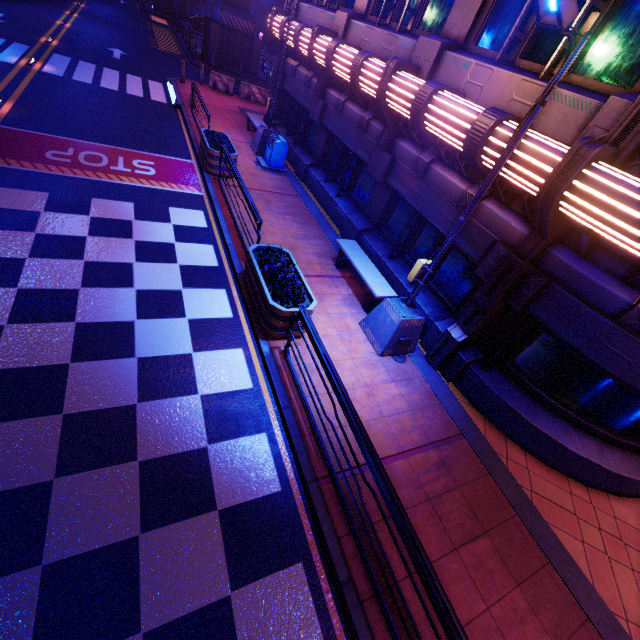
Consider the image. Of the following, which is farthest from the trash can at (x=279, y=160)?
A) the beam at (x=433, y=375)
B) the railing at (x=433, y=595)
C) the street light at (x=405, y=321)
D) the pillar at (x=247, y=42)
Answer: the pillar at (x=247, y=42)

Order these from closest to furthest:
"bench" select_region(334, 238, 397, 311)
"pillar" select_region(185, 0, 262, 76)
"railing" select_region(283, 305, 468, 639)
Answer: "railing" select_region(283, 305, 468, 639)
"bench" select_region(334, 238, 397, 311)
"pillar" select_region(185, 0, 262, 76)

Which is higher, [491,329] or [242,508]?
[491,329]

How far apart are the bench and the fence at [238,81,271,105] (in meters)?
17.92

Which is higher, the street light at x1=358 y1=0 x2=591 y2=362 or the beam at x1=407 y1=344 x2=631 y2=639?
the street light at x1=358 y1=0 x2=591 y2=362

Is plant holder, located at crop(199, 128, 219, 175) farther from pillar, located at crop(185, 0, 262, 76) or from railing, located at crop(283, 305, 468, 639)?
pillar, located at crop(185, 0, 262, 76)

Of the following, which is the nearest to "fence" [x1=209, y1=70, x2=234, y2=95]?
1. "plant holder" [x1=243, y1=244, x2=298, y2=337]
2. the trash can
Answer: the trash can

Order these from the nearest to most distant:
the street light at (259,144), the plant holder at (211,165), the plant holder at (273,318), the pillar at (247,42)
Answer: the plant holder at (273,318), the plant holder at (211,165), the street light at (259,144), the pillar at (247,42)
